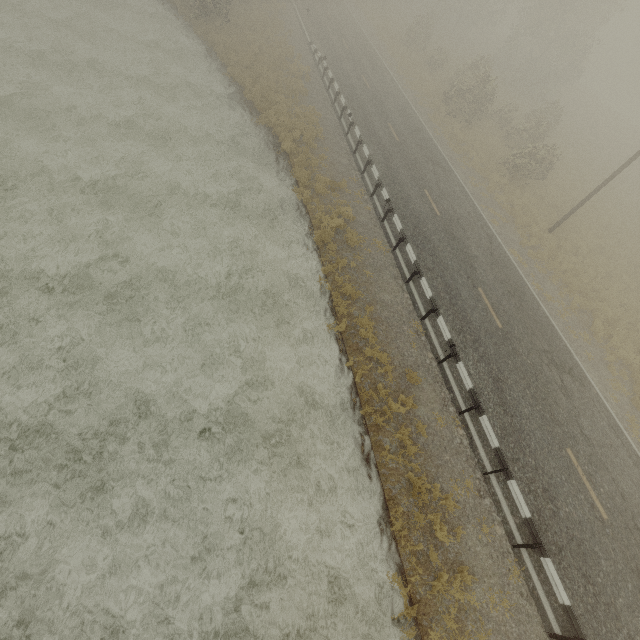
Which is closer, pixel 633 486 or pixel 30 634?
pixel 30 634
